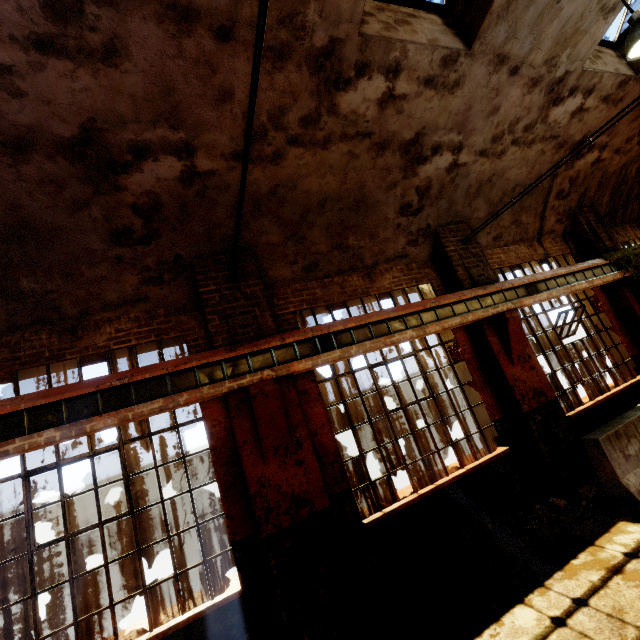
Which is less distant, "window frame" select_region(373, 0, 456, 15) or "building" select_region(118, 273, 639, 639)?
"building" select_region(118, 273, 639, 639)

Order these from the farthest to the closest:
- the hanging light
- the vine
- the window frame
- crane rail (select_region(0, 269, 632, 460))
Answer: the vine → the window frame → the hanging light → crane rail (select_region(0, 269, 632, 460))

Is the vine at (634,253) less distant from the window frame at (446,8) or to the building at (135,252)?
the building at (135,252)

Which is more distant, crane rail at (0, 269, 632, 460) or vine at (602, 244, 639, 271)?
vine at (602, 244, 639, 271)

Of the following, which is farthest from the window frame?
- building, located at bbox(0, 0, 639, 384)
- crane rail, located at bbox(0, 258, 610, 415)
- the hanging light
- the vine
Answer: the vine

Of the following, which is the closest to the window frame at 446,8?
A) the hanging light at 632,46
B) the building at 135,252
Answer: the building at 135,252

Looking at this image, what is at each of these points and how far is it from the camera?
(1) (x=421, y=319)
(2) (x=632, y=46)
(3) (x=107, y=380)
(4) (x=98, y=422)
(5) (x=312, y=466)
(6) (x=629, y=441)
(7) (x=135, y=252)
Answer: (1) beam, 5.66m
(2) hanging light, 4.20m
(3) crane rail, 3.92m
(4) crane rail, 3.70m
(5) building, 4.51m
(6) concrete barricade, 4.89m
(7) building, 4.68m

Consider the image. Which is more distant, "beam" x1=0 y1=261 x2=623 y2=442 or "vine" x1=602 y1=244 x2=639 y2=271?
"vine" x1=602 y1=244 x2=639 y2=271
